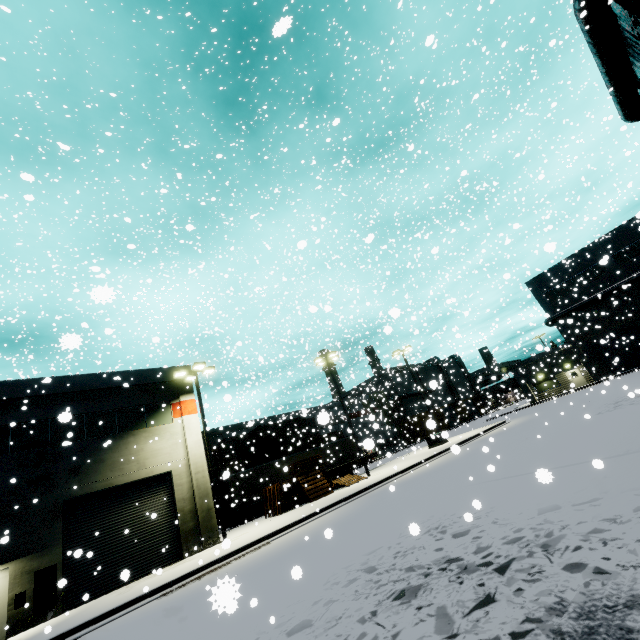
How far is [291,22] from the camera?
2.2m

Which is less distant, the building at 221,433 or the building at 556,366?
the building at 221,433

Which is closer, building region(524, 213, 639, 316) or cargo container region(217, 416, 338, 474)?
cargo container region(217, 416, 338, 474)

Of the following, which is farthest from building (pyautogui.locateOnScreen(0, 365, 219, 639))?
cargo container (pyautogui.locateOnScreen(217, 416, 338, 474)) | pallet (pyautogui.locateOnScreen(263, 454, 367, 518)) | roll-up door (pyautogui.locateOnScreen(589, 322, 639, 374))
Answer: cargo container (pyautogui.locateOnScreen(217, 416, 338, 474))

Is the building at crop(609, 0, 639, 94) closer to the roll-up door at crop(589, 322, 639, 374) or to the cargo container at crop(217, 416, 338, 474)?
the roll-up door at crop(589, 322, 639, 374)

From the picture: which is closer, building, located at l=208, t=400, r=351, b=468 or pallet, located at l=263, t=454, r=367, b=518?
building, located at l=208, t=400, r=351, b=468

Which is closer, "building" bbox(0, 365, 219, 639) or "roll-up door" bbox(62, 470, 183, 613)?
"building" bbox(0, 365, 219, 639)

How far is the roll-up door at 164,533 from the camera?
14.8m
